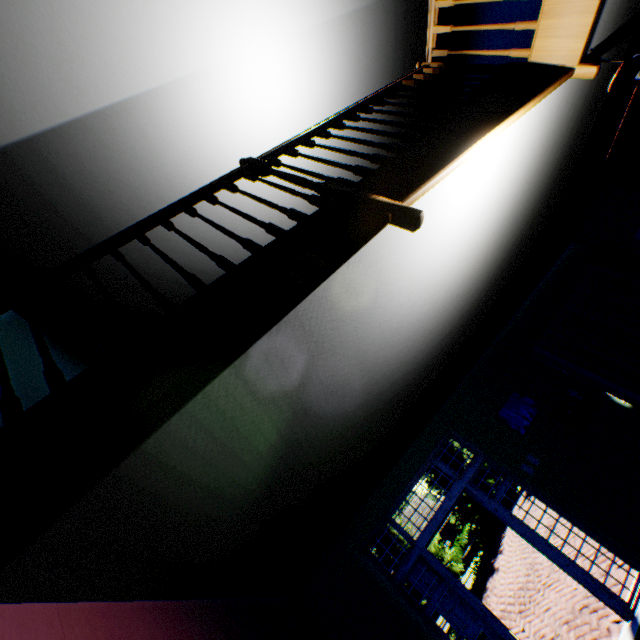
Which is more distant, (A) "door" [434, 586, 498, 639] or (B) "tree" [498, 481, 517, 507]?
(B) "tree" [498, 481, 517, 507]

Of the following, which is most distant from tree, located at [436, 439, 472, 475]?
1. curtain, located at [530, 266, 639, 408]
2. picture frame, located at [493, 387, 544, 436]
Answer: picture frame, located at [493, 387, 544, 436]

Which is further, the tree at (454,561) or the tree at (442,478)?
the tree at (442,478)

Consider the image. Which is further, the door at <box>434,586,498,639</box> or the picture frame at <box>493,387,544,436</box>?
the picture frame at <box>493,387,544,436</box>

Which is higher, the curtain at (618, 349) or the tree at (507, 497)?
the curtain at (618, 349)

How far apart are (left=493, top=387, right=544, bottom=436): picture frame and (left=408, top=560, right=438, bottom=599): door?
2.4m

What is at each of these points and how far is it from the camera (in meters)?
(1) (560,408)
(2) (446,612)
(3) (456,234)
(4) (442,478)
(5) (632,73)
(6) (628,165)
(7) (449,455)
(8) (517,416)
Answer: (1) picture frame, 5.64
(2) door, 5.00
(3) stairs, 2.64
(4) tree, 20.36
(5) fan, 2.46
(6) bookcase, 6.45
(7) tree, 20.53
(8) picture frame, 5.68

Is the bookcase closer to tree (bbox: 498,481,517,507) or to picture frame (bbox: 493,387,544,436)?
picture frame (bbox: 493,387,544,436)
